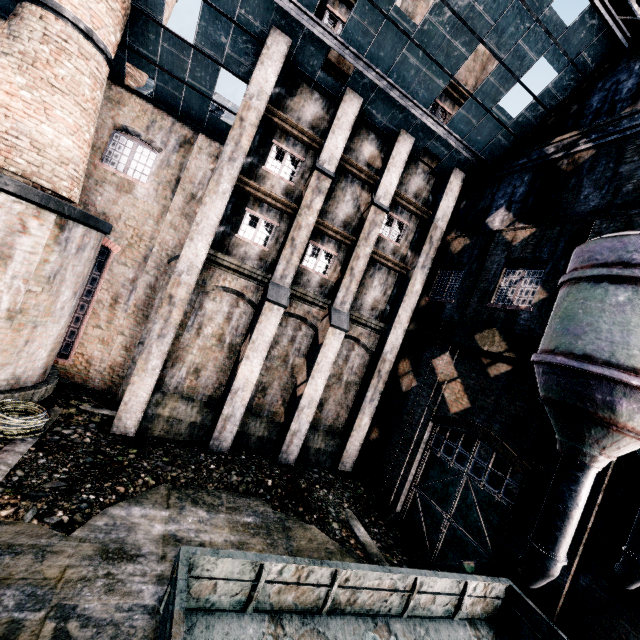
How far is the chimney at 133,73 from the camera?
17.77m

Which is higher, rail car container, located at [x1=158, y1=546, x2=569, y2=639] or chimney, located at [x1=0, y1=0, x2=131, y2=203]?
chimney, located at [x1=0, y1=0, x2=131, y2=203]

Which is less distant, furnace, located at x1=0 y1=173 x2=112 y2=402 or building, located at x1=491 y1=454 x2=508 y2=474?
furnace, located at x1=0 y1=173 x2=112 y2=402

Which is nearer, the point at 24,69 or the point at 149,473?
the point at 24,69

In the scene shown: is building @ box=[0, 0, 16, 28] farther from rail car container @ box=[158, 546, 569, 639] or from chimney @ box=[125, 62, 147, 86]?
rail car container @ box=[158, 546, 569, 639]

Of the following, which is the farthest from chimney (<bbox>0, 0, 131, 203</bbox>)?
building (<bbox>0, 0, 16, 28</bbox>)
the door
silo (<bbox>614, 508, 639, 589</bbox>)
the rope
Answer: silo (<bbox>614, 508, 639, 589</bbox>)

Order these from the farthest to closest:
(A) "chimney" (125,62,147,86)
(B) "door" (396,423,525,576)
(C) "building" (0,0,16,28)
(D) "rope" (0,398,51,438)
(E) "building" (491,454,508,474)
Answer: (A) "chimney" (125,62,147,86)
(E) "building" (491,454,508,474)
(C) "building" (0,0,16,28)
(B) "door" (396,423,525,576)
(D) "rope" (0,398,51,438)

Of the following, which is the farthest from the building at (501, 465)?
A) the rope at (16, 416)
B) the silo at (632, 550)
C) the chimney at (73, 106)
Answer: the rope at (16, 416)
